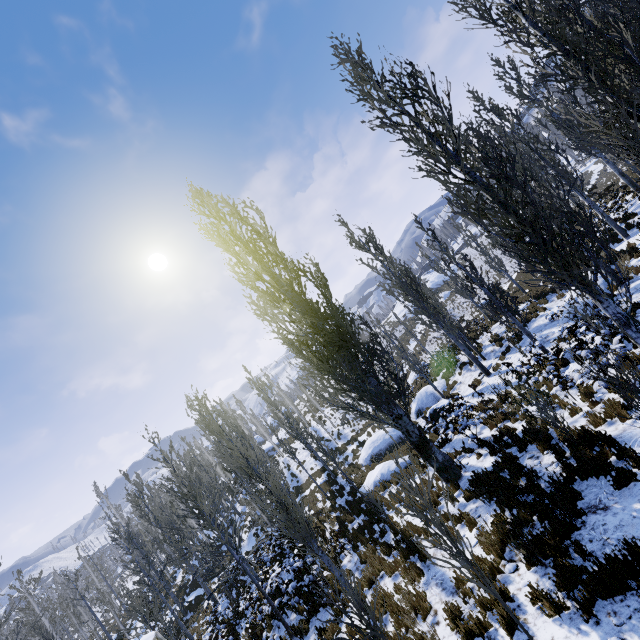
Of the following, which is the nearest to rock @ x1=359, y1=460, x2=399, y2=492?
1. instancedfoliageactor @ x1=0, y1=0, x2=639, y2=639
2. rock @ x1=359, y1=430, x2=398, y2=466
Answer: instancedfoliageactor @ x1=0, y1=0, x2=639, y2=639

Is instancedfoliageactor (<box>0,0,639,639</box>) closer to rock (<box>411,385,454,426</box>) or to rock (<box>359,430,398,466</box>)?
rock (<box>411,385,454,426</box>)

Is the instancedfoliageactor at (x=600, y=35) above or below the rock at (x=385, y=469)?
above

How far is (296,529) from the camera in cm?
817

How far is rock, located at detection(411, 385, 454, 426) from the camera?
18.2 meters

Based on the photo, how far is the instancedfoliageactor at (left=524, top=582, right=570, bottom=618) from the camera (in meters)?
4.52

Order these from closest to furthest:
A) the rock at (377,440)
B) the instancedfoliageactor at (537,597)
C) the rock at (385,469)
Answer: the instancedfoliageactor at (537,597), the rock at (385,469), the rock at (377,440)

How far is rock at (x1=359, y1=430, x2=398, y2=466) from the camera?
20.80m
